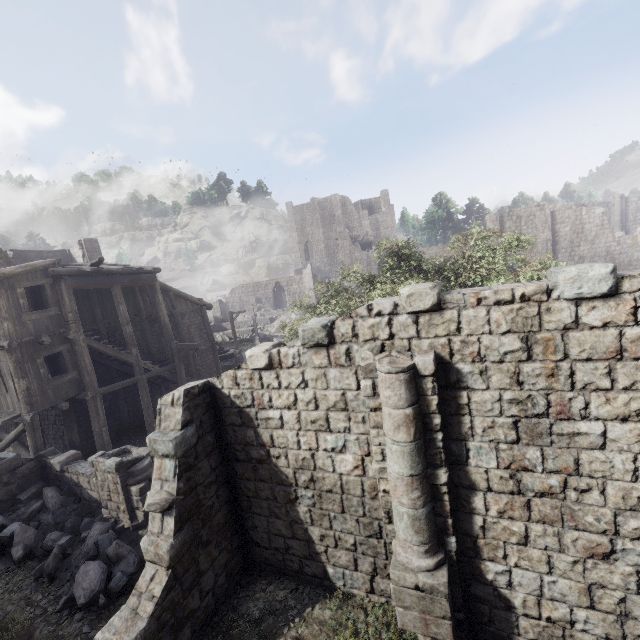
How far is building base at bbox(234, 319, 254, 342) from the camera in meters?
39.5

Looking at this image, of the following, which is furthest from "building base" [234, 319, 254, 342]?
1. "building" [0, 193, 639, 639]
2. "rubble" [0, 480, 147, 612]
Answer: "rubble" [0, 480, 147, 612]

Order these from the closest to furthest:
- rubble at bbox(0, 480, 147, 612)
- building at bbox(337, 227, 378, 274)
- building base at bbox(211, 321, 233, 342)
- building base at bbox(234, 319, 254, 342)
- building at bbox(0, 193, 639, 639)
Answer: building at bbox(0, 193, 639, 639), rubble at bbox(0, 480, 147, 612), building base at bbox(234, 319, 254, 342), building base at bbox(211, 321, 233, 342), building at bbox(337, 227, 378, 274)

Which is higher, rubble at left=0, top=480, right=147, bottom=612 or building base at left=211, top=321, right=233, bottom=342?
building base at left=211, top=321, right=233, bottom=342

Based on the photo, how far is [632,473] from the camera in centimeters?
478cm

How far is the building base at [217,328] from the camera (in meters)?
41.66

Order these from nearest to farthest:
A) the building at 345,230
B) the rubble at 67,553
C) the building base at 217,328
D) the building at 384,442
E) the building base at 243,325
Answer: the building at 384,442 → the rubble at 67,553 → the building base at 243,325 → the building base at 217,328 → the building at 345,230
